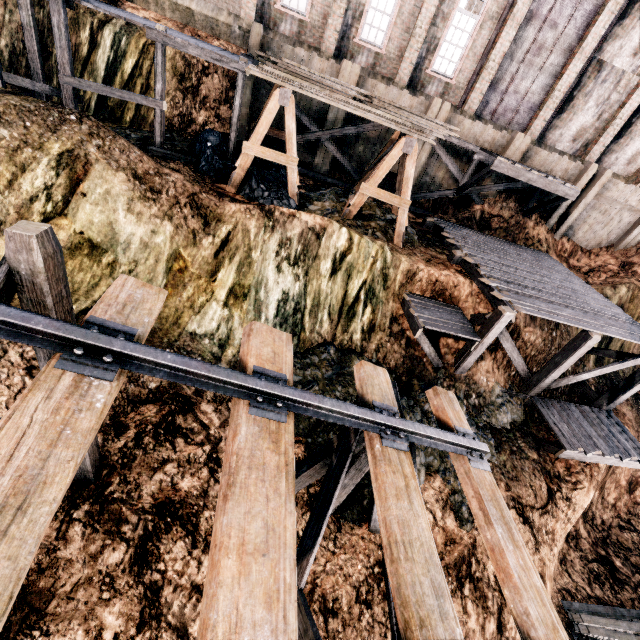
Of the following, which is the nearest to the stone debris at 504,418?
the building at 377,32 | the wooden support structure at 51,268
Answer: the wooden support structure at 51,268

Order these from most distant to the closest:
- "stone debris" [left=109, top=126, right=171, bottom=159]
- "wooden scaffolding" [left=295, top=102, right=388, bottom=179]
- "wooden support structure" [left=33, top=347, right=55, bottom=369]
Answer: "wooden scaffolding" [left=295, top=102, right=388, bottom=179] → "stone debris" [left=109, top=126, right=171, bottom=159] → "wooden support structure" [left=33, top=347, right=55, bottom=369]

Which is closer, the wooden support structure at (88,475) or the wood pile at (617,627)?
the wooden support structure at (88,475)

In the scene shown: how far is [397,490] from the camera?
4.1m

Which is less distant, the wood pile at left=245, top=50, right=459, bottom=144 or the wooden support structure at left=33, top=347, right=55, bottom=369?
the wooden support structure at left=33, top=347, right=55, bottom=369

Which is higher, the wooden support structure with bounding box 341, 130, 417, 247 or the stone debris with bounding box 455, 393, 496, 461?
the wooden support structure with bounding box 341, 130, 417, 247

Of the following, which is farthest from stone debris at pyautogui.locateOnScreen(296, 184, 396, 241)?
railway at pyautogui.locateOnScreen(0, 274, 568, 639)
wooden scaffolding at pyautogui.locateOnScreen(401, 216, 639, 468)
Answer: railway at pyautogui.locateOnScreen(0, 274, 568, 639)

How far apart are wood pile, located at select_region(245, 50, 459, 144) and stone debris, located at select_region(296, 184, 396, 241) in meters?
3.5
